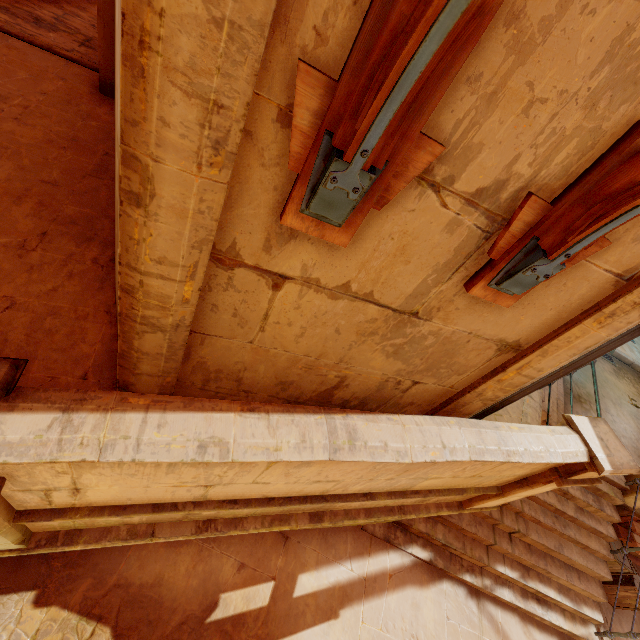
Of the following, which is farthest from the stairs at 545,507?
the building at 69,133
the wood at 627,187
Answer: the wood at 627,187

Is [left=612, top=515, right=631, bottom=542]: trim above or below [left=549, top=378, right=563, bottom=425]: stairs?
below

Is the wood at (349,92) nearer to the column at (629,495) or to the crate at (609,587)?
the column at (629,495)

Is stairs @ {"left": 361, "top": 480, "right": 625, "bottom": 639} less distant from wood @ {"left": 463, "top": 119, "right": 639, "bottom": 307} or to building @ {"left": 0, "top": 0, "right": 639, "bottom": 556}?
building @ {"left": 0, "top": 0, "right": 639, "bottom": 556}

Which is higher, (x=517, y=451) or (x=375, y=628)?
(x=517, y=451)

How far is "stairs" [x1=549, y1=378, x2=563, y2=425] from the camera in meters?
6.0

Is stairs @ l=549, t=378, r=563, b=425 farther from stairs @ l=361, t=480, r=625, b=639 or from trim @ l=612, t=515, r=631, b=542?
trim @ l=612, t=515, r=631, b=542

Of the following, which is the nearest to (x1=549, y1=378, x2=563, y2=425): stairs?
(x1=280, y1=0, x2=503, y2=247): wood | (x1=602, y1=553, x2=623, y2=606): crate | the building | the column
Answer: the building
